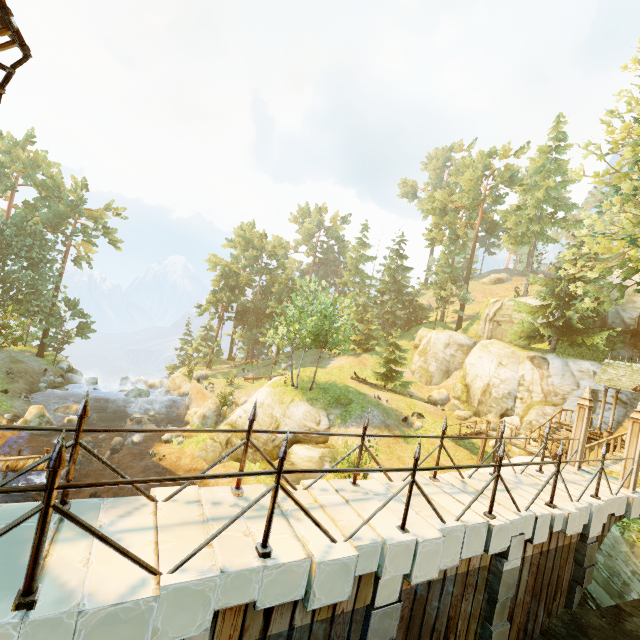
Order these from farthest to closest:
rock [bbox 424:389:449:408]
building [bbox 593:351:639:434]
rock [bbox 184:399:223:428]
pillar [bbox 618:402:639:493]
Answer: rock [bbox 424:389:449:408] → rock [bbox 184:399:223:428] → building [bbox 593:351:639:434] → pillar [bbox 618:402:639:493]

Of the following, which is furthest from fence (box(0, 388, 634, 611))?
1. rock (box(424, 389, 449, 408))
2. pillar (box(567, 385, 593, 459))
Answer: rock (box(424, 389, 449, 408))

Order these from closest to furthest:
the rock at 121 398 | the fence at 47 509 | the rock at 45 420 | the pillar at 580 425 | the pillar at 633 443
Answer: the fence at 47 509
the pillar at 633 443
the pillar at 580 425
the rock at 45 420
the rock at 121 398

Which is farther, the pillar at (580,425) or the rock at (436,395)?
the rock at (436,395)

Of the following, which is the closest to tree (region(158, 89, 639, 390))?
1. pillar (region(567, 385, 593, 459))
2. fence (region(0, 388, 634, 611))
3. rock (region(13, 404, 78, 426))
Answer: fence (region(0, 388, 634, 611))

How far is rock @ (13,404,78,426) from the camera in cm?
2305

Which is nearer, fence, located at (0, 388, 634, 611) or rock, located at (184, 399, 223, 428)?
fence, located at (0, 388, 634, 611)

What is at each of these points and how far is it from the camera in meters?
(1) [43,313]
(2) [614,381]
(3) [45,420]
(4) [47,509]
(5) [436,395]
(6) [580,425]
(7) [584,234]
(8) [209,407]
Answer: (1) tree, 36.3
(2) building, 19.0
(3) rock, 23.4
(4) fence, 2.8
(5) rock, 33.2
(6) pillar, 10.4
(7) tree, 16.0
(8) rock, 28.5
